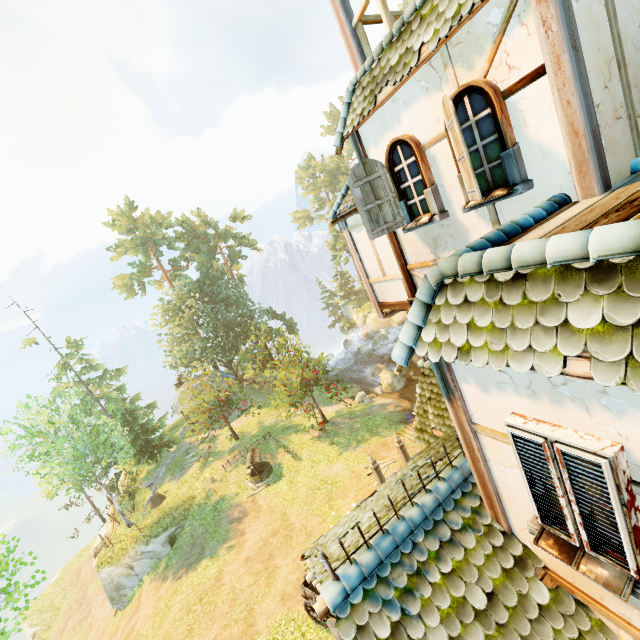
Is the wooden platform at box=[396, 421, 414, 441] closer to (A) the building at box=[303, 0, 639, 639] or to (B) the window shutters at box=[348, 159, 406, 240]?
(A) the building at box=[303, 0, 639, 639]

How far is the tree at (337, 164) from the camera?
50.38m

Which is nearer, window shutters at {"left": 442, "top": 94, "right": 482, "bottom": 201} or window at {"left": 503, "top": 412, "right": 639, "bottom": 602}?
window at {"left": 503, "top": 412, "right": 639, "bottom": 602}

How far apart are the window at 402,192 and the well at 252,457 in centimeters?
1925cm

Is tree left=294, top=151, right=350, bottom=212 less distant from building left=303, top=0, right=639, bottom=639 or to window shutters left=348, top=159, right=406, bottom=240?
building left=303, top=0, right=639, bottom=639

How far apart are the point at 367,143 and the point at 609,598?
7.1m

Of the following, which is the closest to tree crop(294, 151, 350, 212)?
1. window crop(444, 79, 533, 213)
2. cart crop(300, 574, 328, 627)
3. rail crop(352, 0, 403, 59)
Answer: cart crop(300, 574, 328, 627)

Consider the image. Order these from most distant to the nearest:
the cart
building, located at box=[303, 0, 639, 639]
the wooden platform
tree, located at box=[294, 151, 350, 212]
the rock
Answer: tree, located at box=[294, 151, 350, 212] < the rock < the wooden platform < the cart < building, located at box=[303, 0, 639, 639]
